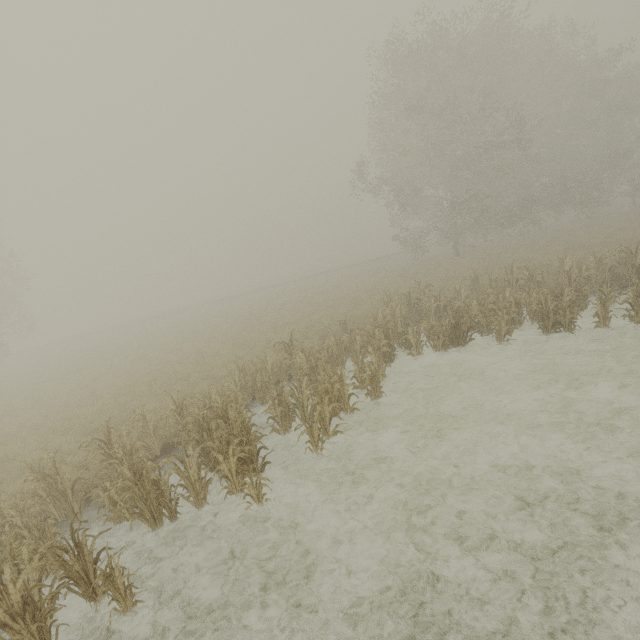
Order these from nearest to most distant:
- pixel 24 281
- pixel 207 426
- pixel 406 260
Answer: pixel 207 426, pixel 24 281, pixel 406 260
